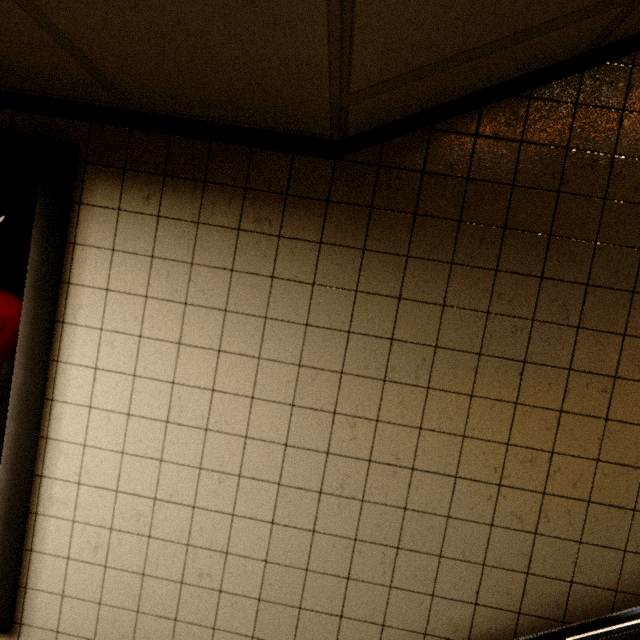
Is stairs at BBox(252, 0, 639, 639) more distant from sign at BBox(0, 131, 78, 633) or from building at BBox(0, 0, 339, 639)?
sign at BBox(0, 131, 78, 633)

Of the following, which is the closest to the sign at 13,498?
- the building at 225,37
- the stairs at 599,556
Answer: the building at 225,37

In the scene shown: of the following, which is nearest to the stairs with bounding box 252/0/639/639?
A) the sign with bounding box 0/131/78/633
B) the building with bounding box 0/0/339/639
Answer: the building with bounding box 0/0/339/639

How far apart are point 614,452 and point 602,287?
0.6 meters
